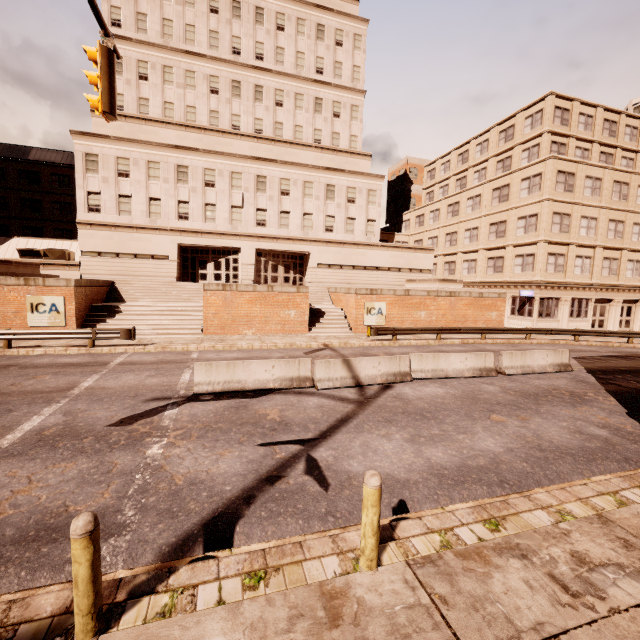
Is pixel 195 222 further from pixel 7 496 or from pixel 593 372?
pixel 593 372

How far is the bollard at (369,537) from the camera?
3.8 meters

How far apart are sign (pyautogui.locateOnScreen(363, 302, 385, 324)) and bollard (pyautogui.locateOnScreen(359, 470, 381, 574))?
20.0m

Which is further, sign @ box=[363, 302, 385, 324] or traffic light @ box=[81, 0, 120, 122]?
sign @ box=[363, 302, 385, 324]

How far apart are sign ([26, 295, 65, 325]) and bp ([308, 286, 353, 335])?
14.4m

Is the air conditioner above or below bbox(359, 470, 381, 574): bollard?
above

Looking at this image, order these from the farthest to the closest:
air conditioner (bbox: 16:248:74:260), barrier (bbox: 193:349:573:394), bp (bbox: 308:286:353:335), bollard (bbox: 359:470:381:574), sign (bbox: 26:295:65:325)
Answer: air conditioner (bbox: 16:248:74:260)
bp (bbox: 308:286:353:335)
sign (bbox: 26:295:65:325)
barrier (bbox: 193:349:573:394)
bollard (bbox: 359:470:381:574)

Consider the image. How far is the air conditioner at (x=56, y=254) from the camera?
27.3m
